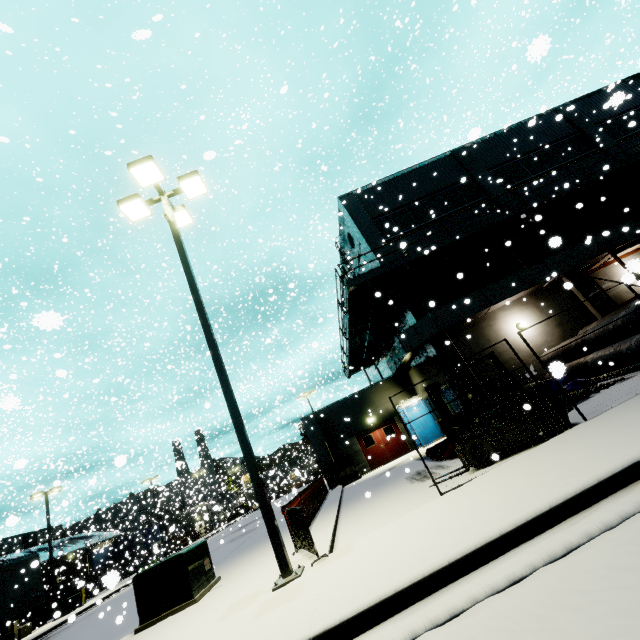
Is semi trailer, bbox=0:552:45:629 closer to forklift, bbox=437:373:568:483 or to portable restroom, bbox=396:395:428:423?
portable restroom, bbox=396:395:428:423

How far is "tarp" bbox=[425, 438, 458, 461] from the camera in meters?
10.5

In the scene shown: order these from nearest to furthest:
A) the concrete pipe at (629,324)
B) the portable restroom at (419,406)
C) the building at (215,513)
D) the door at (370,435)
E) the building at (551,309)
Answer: the concrete pipe at (629,324) → the building at (215,513) → the building at (551,309) → the portable restroom at (419,406) → the door at (370,435)

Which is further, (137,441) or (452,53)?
(137,441)

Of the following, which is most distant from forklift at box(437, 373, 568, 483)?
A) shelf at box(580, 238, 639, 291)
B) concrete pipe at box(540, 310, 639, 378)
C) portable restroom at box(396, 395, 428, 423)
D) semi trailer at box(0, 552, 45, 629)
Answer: shelf at box(580, 238, 639, 291)

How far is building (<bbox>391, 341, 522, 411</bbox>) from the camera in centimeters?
1531cm

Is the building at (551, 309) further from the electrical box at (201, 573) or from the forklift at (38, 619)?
the electrical box at (201, 573)

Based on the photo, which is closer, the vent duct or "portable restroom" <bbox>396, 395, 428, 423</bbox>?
the vent duct
